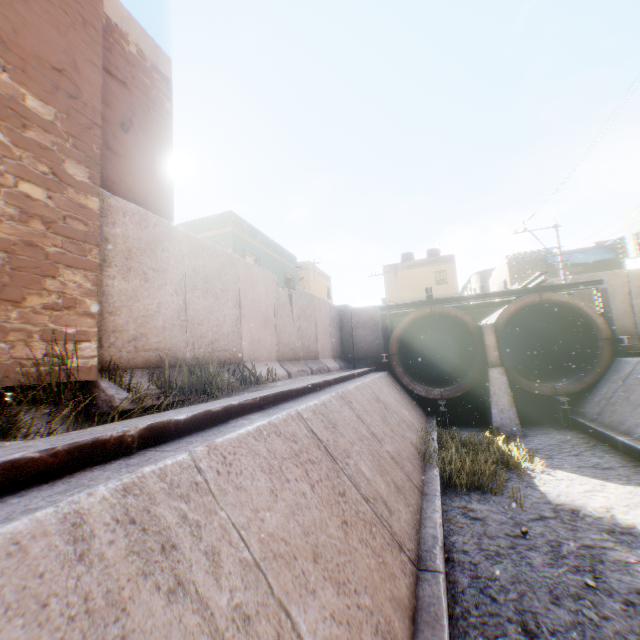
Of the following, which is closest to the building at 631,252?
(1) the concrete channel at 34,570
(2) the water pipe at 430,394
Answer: (1) the concrete channel at 34,570

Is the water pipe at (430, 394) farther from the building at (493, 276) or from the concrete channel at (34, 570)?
the building at (493, 276)

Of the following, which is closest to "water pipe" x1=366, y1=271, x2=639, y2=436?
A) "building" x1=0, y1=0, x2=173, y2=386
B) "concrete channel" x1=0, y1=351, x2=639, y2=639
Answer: "concrete channel" x1=0, y1=351, x2=639, y2=639

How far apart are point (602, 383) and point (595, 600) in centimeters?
998cm

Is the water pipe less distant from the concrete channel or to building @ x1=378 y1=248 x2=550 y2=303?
the concrete channel

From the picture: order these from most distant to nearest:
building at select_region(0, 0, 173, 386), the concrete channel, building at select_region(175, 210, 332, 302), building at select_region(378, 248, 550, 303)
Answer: building at select_region(378, 248, 550, 303)
building at select_region(175, 210, 332, 302)
building at select_region(0, 0, 173, 386)
the concrete channel
